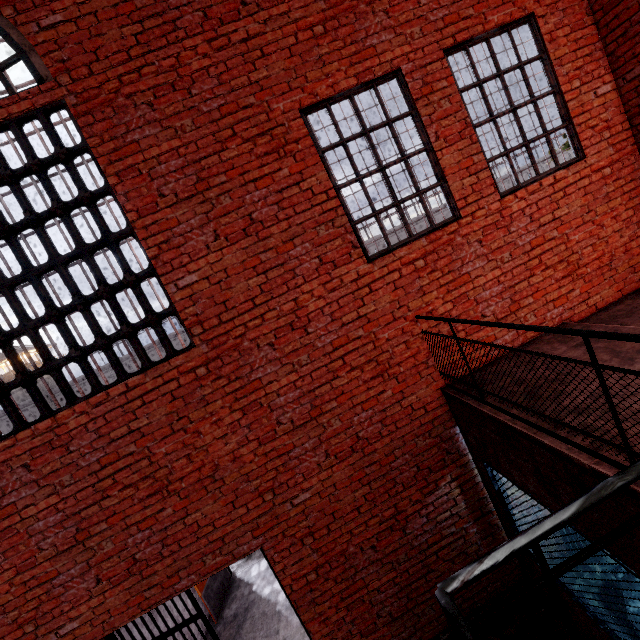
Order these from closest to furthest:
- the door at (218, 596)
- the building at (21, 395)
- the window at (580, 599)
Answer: the window at (580, 599) < the door at (218, 596) < the building at (21, 395)

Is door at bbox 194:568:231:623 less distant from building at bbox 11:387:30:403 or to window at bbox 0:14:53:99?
window at bbox 0:14:53:99

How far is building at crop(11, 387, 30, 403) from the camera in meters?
39.0 m

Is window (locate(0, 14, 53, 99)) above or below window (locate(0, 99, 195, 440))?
above

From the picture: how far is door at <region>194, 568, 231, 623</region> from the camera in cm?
615

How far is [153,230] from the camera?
3.6 meters

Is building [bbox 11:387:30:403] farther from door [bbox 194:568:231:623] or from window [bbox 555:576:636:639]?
window [bbox 555:576:636:639]

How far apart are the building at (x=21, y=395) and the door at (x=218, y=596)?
44.90m
